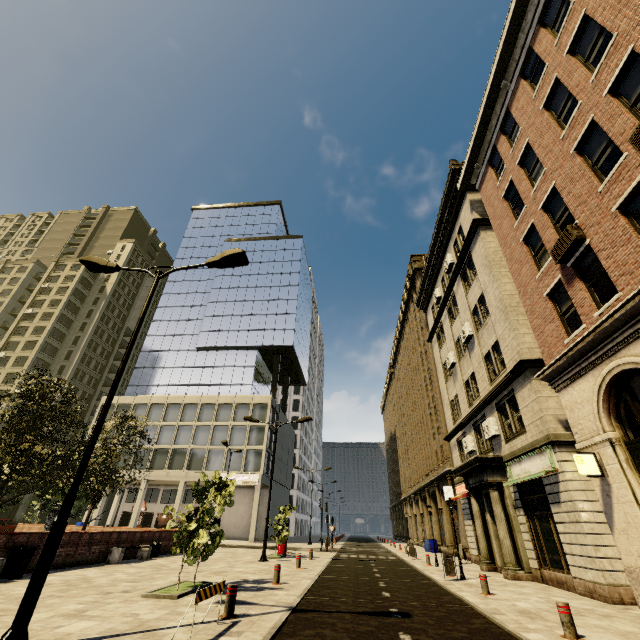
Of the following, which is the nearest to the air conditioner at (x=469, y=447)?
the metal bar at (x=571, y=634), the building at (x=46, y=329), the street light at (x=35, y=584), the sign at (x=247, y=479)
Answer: the metal bar at (x=571, y=634)

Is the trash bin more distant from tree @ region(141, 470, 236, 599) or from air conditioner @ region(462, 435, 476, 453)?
air conditioner @ region(462, 435, 476, 453)

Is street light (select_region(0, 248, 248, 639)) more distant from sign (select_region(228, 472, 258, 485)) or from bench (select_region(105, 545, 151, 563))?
sign (select_region(228, 472, 258, 485))

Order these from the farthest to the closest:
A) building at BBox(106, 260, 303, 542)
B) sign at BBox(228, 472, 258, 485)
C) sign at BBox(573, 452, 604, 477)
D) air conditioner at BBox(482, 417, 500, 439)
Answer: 1. building at BBox(106, 260, 303, 542)
2. sign at BBox(228, 472, 258, 485)
3. air conditioner at BBox(482, 417, 500, 439)
4. sign at BBox(573, 452, 604, 477)

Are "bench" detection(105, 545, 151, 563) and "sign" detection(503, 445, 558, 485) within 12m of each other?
no

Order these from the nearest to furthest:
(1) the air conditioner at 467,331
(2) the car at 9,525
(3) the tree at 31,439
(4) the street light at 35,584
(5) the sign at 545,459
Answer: (4) the street light at 35,584 → (5) the sign at 545,459 → (3) the tree at 31,439 → (1) the air conditioner at 467,331 → (2) the car at 9,525

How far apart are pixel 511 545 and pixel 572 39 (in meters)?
20.03

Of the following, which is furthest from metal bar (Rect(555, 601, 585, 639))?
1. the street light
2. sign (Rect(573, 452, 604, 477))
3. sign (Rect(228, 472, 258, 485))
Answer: sign (Rect(228, 472, 258, 485))
